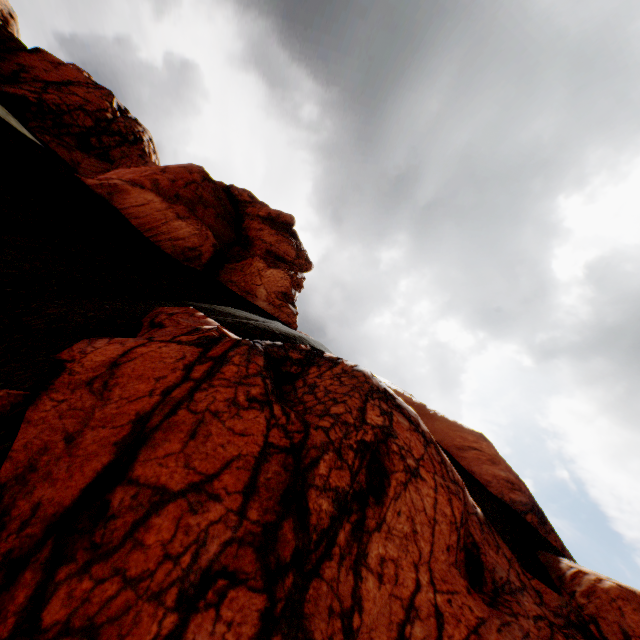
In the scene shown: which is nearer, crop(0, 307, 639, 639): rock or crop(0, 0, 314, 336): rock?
crop(0, 307, 639, 639): rock

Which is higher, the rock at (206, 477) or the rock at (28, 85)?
the rock at (28, 85)

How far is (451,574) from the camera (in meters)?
3.64

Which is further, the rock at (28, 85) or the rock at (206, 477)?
the rock at (28, 85)

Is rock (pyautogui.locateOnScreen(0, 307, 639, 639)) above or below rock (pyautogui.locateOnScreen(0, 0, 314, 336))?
below
